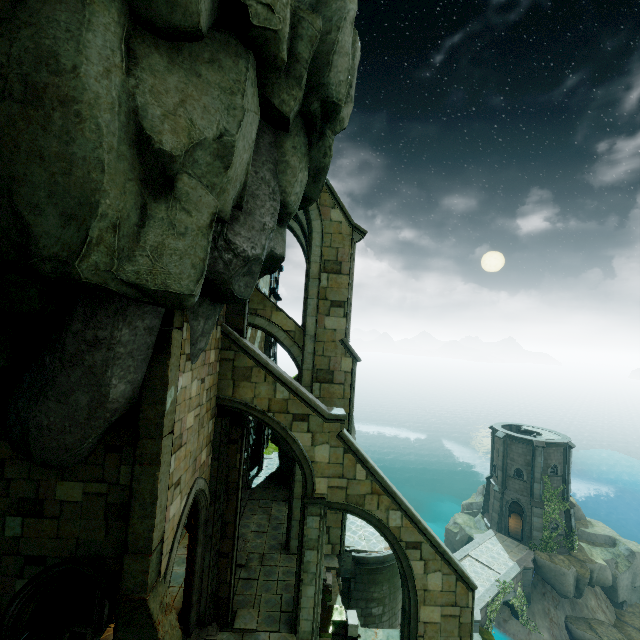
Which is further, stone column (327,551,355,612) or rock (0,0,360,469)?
stone column (327,551,355,612)

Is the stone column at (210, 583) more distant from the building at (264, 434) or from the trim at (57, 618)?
the trim at (57, 618)

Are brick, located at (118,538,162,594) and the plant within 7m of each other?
no

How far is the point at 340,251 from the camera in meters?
15.8

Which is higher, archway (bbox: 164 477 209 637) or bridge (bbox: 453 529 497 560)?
archway (bbox: 164 477 209 637)

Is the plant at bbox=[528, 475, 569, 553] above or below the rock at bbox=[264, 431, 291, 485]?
below

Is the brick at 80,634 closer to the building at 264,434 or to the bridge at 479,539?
the building at 264,434

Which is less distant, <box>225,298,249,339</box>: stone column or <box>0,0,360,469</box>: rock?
<box>0,0,360,469</box>: rock
